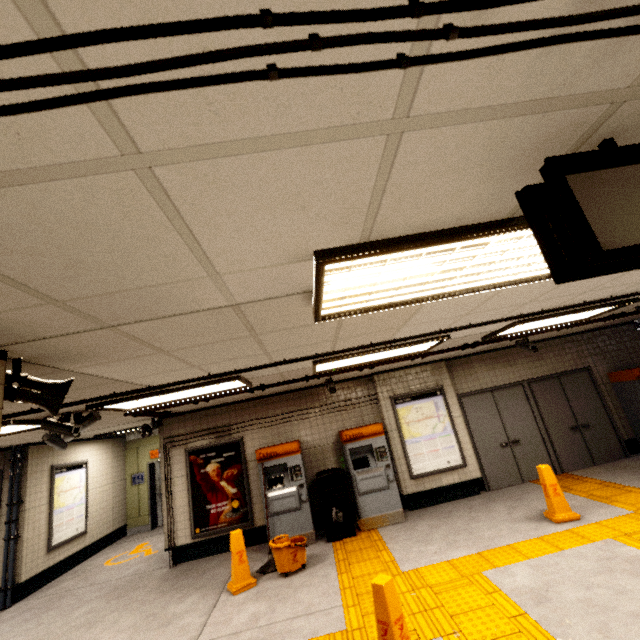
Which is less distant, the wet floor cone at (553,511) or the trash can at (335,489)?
the wet floor cone at (553,511)

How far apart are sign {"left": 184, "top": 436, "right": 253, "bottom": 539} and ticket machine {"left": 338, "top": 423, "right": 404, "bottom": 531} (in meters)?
2.14

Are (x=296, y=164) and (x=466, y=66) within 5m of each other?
yes

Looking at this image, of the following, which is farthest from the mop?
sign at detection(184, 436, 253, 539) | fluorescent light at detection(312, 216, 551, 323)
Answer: fluorescent light at detection(312, 216, 551, 323)

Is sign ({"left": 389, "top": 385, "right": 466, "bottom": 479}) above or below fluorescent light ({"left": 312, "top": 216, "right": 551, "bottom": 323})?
below

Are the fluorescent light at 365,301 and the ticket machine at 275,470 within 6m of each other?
yes

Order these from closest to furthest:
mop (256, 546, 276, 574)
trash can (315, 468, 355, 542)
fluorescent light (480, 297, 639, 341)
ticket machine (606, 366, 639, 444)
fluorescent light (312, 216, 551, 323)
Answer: fluorescent light (312, 216, 551, 323), fluorescent light (480, 297, 639, 341), mop (256, 546, 276, 574), trash can (315, 468, 355, 542), ticket machine (606, 366, 639, 444)

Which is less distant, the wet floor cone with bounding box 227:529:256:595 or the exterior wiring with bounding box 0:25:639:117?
the exterior wiring with bounding box 0:25:639:117
